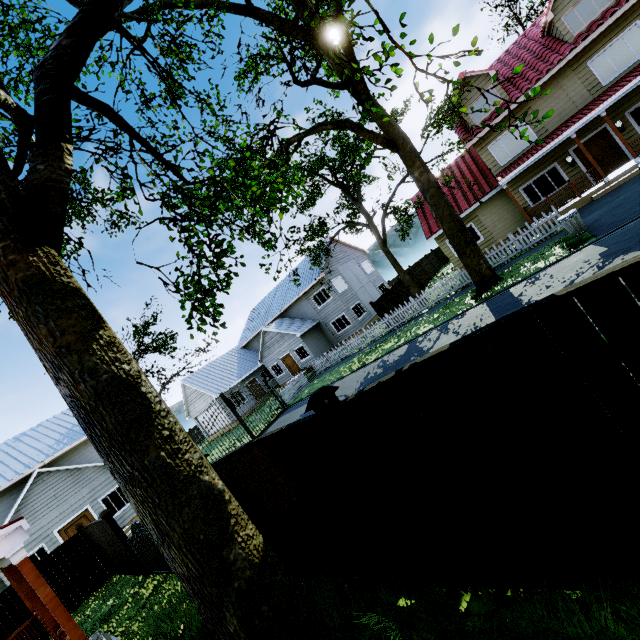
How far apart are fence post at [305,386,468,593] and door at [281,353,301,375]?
A: 26.3 meters

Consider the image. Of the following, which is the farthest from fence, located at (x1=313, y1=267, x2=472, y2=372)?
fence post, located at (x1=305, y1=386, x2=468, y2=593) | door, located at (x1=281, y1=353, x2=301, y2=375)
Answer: door, located at (x1=281, y1=353, x2=301, y2=375)

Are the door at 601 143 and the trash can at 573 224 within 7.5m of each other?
yes

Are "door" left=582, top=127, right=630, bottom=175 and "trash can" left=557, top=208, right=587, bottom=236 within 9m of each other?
yes

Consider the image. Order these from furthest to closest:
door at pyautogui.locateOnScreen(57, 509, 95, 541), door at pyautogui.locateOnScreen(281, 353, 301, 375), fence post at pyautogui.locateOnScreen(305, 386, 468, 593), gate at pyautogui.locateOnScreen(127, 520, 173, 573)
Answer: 1. door at pyautogui.locateOnScreen(281, 353, 301, 375)
2. door at pyautogui.locateOnScreen(57, 509, 95, 541)
3. gate at pyautogui.locateOnScreen(127, 520, 173, 573)
4. fence post at pyautogui.locateOnScreen(305, 386, 468, 593)

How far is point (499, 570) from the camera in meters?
3.1

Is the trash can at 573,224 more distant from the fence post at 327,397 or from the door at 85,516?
the door at 85,516

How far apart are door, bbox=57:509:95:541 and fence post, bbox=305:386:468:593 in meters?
21.3 m
